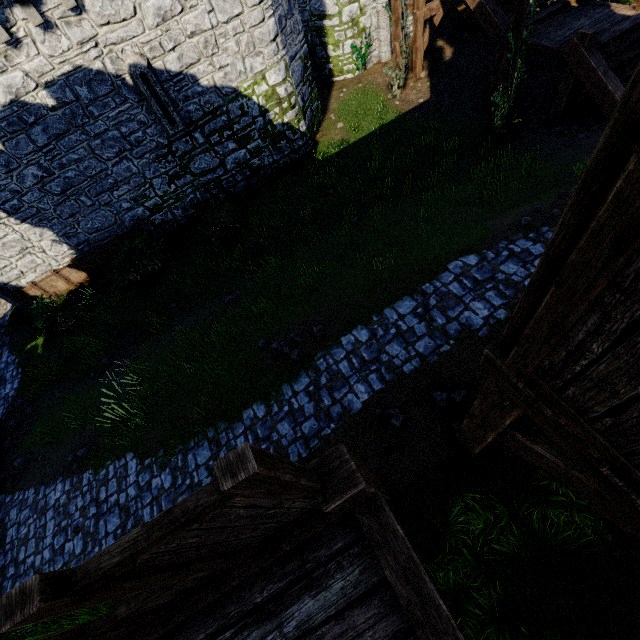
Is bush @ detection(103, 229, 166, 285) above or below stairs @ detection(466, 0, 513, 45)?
below

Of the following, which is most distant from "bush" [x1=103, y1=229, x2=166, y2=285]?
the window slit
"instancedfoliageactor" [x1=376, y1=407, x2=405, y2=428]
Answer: "instancedfoliageactor" [x1=376, y1=407, x2=405, y2=428]

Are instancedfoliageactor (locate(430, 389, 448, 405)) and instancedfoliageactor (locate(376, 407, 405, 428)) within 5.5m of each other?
yes

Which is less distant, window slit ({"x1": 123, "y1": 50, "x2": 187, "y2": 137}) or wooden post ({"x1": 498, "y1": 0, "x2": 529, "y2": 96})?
wooden post ({"x1": 498, "y1": 0, "x2": 529, "y2": 96})

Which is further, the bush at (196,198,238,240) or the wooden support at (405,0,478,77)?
the wooden support at (405,0,478,77)

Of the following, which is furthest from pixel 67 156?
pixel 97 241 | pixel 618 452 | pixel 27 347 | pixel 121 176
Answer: pixel 618 452

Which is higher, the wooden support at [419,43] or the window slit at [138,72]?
the window slit at [138,72]

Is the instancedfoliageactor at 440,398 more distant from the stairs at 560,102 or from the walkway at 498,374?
the stairs at 560,102
